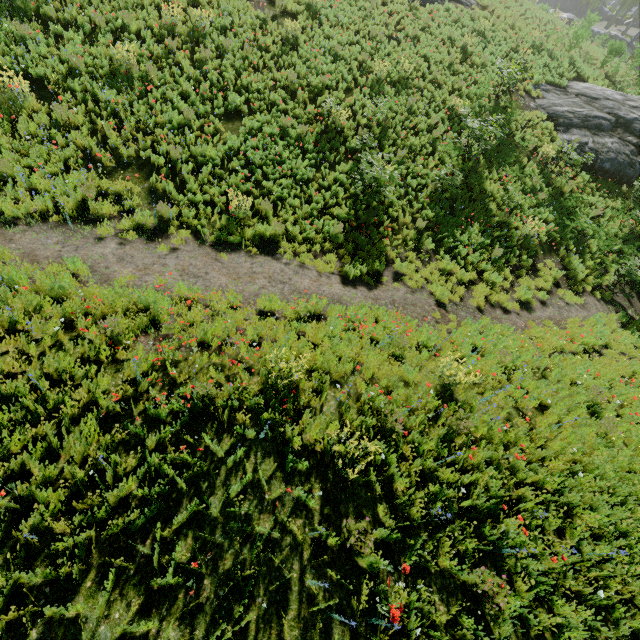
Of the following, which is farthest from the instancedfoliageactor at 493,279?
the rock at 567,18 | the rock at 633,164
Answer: the rock at 633,164

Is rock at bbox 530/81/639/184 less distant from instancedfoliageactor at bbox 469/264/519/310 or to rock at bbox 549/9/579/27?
instancedfoliageactor at bbox 469/264/519/310

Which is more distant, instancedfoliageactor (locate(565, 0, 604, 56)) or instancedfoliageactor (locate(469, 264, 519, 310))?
instancedfoliageactor (locate(565, 0, 604, 56))

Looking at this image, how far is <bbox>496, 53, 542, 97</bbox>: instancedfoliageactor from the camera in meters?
15.2

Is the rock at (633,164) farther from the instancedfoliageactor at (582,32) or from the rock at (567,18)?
the rock at (567,18)

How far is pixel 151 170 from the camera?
9.4 meters
